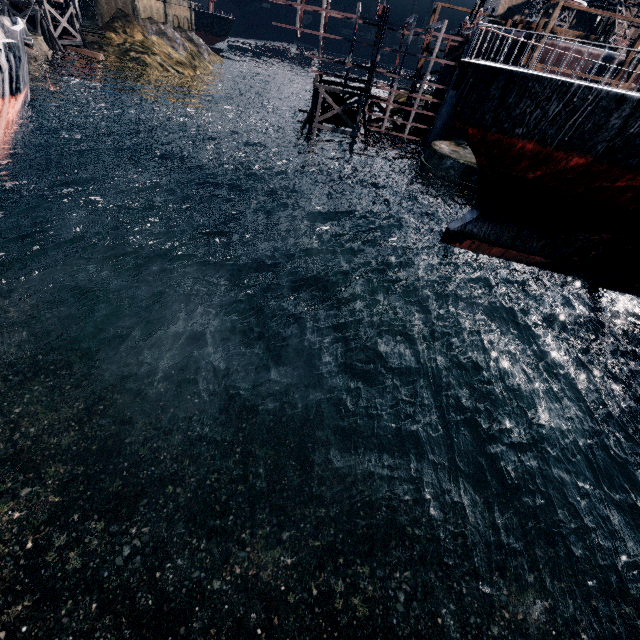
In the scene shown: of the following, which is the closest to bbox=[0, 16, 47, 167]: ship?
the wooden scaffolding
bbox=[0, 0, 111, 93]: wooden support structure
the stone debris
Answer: bbox=[0, 0, 111, 93]: wooden support structure

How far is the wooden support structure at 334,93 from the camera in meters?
34.0 m

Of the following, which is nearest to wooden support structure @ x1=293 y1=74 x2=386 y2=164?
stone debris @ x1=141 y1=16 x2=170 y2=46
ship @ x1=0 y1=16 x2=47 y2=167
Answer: ship @ x1=0 y1=16 x2=47 y2=167

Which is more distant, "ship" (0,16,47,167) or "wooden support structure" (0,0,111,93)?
"wooden support structure" (0,0,111,93)

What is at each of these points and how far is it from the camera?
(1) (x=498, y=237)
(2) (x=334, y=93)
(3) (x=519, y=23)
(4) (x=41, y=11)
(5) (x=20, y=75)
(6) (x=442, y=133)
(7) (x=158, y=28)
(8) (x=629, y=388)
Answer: (1) ship, 16.6 meters
(2) wooden support structure, 38.7 meters
(3) wood pile, 33.8 meters
(4) wooden support structure, 44.2 meters
(5) ship, 24.0 meters
(6) ship construction, 36.2 meters
(7) stone debris, 59.7 meters
(8) wooden scaffolding, 15.4 meters

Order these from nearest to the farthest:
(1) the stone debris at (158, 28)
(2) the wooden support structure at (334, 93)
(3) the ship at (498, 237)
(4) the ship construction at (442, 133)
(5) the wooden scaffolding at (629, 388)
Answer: (3) the ship at (498, 237) < (5) the wooden scaffolding at (629, 388) < (4) the ship construction at (442, 133) < (2) the wooden support structure at (334, 93) < (1) the stone debris at (158, 28)

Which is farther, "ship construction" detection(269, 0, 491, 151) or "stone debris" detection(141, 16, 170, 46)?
"stone debris" detection(141, 16, 170, 46)

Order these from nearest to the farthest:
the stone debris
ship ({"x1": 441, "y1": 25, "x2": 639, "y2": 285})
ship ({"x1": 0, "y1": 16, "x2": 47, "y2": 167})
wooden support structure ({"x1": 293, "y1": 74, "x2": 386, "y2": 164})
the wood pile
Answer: ship ({"x1": 441, "y1": 25, "x2": 639, "y2": 285}), ship ({"x1": 0, "y1": 16, "x2": 47, "y2": 167}), the wood pile, wooden support structure ({"x1": 293, "y1": 74, "x2": 386, "y2": 164}), the stone debris
